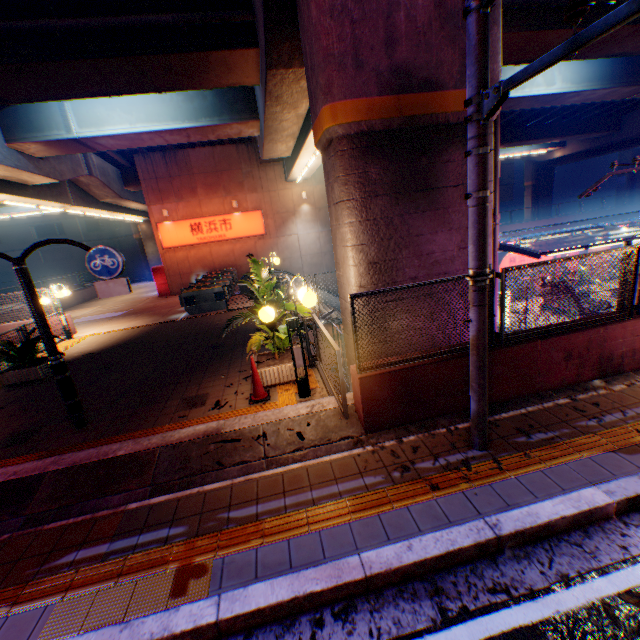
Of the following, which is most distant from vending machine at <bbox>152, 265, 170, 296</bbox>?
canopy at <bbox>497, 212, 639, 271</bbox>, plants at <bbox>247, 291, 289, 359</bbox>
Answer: canopy at <bbox>497, 212, 639, 271</bbox>

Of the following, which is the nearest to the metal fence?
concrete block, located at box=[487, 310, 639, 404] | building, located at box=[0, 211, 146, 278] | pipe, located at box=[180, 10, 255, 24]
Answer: concrete block, located at box=[487, 310, 639, 404]

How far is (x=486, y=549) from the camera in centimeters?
322cm

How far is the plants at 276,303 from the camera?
6.4m

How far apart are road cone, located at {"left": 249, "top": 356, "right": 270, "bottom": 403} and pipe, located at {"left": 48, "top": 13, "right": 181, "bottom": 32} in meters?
8.2 m

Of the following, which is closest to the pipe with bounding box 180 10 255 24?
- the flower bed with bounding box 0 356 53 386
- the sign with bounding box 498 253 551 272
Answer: the flower bed with bounding box 0 356 53 386

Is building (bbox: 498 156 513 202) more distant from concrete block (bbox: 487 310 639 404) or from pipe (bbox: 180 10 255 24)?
concrete block (bbox: 487 310 639 404)

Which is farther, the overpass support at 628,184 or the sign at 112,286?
the overpass support at 628,184
